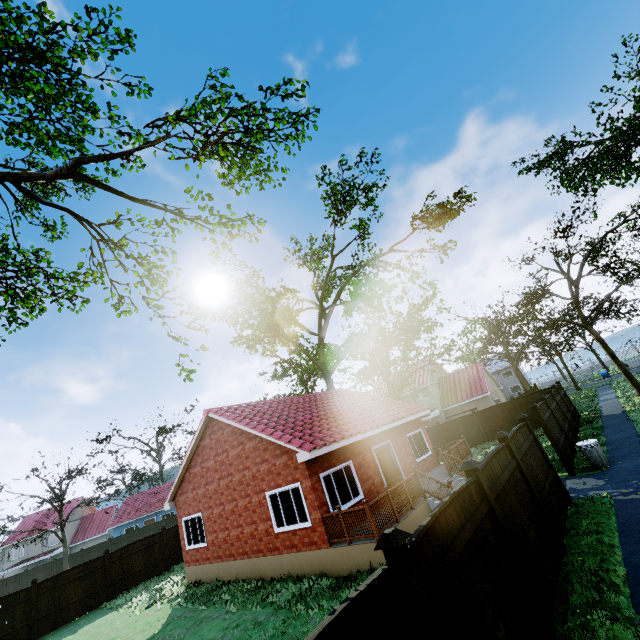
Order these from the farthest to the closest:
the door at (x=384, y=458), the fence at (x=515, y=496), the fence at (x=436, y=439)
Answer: the fence at (x=436, y=439) → the door at (x=384, y=458) → the fence at (x=515, y=496)

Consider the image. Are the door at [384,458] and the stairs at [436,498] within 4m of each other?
yes

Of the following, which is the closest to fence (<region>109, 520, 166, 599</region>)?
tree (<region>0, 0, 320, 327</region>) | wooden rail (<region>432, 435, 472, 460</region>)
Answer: tree (<region>0, 0, 320, 327</region>)

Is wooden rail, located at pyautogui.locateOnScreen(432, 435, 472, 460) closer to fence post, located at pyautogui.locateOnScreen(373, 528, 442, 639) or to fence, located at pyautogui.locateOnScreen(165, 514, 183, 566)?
fence, located at pyautogui.locateOnScreen(165, 514, 183, 566)

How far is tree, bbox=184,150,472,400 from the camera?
22.40m

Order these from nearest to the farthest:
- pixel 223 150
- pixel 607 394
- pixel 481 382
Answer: pixel 223 150 < pixel 607 394 < pixel 481 382

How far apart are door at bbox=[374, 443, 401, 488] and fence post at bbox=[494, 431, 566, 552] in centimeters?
709cm

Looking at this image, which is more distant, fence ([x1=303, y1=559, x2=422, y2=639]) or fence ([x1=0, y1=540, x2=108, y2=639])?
fence ([x1=0, y1=540, x2=108, y2=639])
